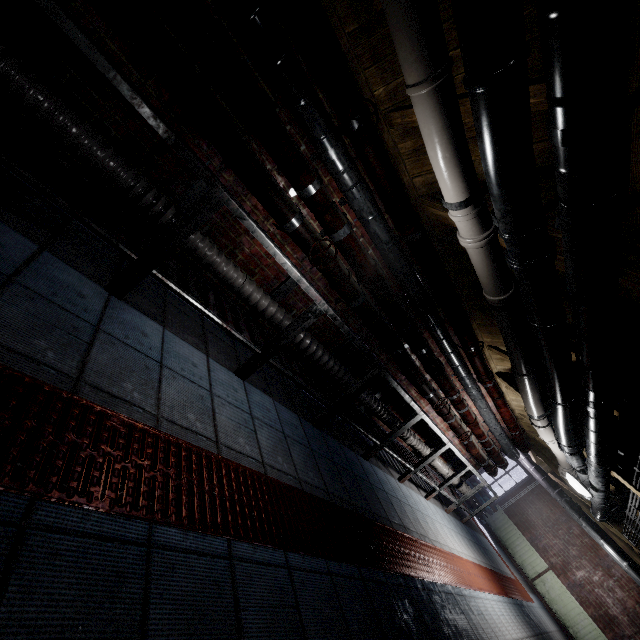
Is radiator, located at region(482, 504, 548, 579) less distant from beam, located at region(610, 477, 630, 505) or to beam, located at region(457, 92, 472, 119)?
beam, located at region(610, 477, 630, 505)

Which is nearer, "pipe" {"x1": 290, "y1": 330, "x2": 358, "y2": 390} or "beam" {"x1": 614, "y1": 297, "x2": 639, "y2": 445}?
"beam" {"x1": 614, "y1": 297, "x2": 639, "y2": 445}

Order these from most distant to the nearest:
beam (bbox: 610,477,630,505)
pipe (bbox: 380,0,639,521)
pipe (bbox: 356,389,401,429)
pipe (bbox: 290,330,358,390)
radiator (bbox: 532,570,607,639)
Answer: radiator (bbox: 532,570,607,639) → beam (bbox: 610,477,630,505) → pipe (bbox: 356,389,401,429) → pipe (bbox: 290,330,358,390) → pipe (bbox: 380,0,639,521)

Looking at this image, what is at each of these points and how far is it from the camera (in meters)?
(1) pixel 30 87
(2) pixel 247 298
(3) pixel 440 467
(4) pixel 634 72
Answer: (1) pipe, 1.55
(2) pipe, 2.53
(3) pipe, 5.29
(4) beam, 1.18

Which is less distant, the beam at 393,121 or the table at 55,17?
the table at 55,17

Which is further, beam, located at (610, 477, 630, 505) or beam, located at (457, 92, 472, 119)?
beam, located at (610, 477, 630, 505)

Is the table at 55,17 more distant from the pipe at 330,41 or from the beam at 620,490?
the beam at 620,490

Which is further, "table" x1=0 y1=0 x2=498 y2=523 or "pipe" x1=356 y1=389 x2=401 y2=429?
"pipe" x1=356 y1=389 x2=401 y2=429
